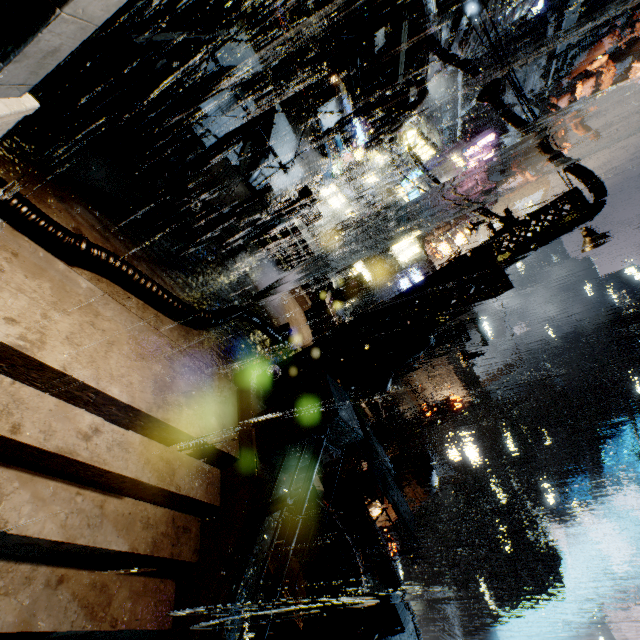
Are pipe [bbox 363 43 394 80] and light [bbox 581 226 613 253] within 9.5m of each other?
yes

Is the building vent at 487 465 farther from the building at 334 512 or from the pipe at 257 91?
the pipe at 257 91

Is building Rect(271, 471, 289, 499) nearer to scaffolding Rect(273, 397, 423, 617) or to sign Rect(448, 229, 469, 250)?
sign Rect(448, 229, 469, 250)

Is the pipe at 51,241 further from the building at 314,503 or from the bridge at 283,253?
the bridge at 283,253

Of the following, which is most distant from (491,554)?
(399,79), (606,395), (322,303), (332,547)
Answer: (399,79)

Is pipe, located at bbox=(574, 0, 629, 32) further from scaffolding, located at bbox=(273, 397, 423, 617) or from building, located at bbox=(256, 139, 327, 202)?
scaffolding, located at bbox=(273, 397, 423, 617)

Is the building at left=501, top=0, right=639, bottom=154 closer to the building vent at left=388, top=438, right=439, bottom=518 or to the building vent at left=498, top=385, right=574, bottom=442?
the building vent at left=388, top=438, right=439, bottom=518

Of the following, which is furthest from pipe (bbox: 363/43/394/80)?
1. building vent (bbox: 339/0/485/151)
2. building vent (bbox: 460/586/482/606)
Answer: building vent (bbox: 460/586/482/606)
